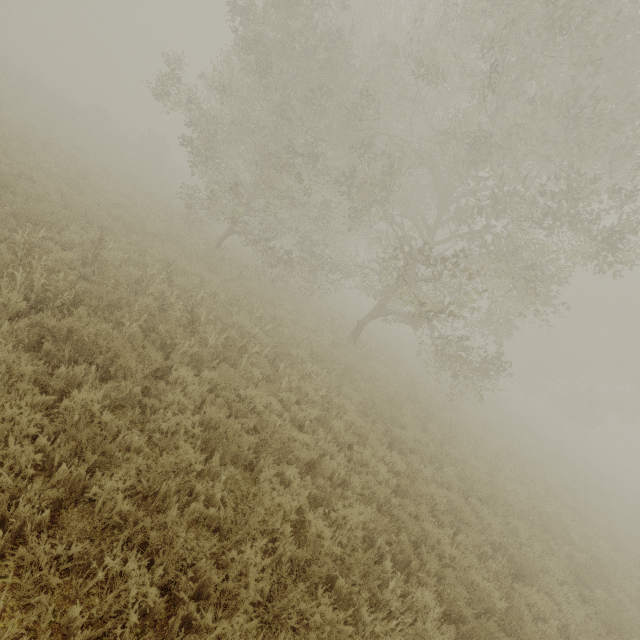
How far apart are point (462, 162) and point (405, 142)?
4.3 meters
